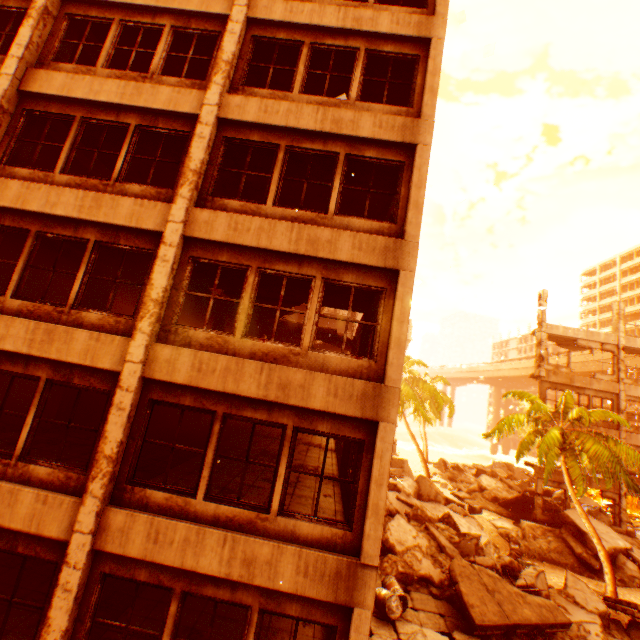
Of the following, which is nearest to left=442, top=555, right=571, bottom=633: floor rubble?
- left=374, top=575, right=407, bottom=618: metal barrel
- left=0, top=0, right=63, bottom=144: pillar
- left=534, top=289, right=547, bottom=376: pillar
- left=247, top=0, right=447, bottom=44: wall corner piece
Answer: left=374, top=575, right=407, bottom=618: metal barrel

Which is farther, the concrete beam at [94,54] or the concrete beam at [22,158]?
the concrete beam at [94,54]

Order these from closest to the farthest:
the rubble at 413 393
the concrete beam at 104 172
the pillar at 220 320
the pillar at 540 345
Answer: the concrete beam at 104 172 → the pillar at 220 320 → the pillar at 540 345 → the rubble at 413 393

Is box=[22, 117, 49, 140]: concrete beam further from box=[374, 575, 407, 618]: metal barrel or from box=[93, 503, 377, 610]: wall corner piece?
box=[374, 575, 407, 618]: metal barrel

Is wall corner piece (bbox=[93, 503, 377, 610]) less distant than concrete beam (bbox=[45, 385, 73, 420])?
Yes

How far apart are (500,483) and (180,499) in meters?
27.8 m

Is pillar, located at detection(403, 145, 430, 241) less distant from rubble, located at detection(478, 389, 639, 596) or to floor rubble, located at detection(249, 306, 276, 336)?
rubble, located at detection(478, 389, 639, 596)

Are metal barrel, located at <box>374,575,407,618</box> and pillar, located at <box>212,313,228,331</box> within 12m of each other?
yes
